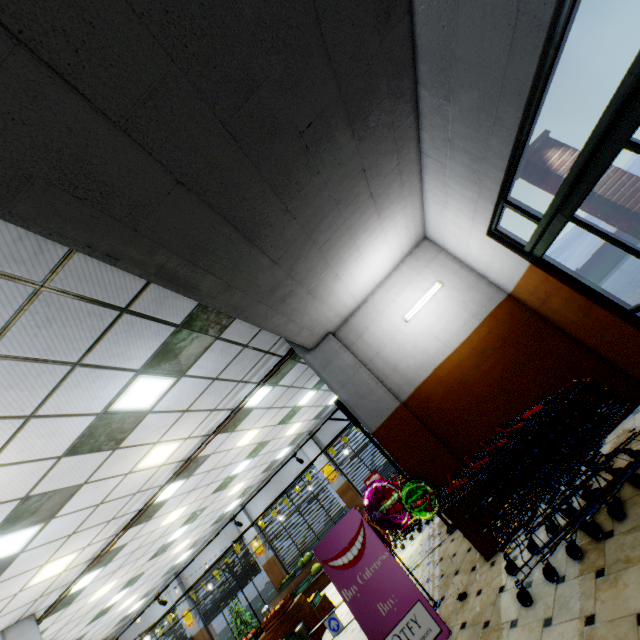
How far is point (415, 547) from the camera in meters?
7.4

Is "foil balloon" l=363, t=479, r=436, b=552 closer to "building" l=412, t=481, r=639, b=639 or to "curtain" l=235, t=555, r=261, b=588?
"building" l=412, t=481, r=639, b=639

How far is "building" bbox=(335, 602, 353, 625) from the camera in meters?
7.2

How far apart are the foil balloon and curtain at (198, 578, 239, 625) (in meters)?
13.88

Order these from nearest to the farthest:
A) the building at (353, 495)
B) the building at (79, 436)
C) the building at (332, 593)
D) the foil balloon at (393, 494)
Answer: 1. the building at (79, 436)
2. the foil balloon at (393, 494)
3. the building at (332, 593)
4. the building at (353, 495)

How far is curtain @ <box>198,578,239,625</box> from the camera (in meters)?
15.47

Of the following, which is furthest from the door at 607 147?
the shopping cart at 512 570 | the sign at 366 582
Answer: the sign at 366 582
